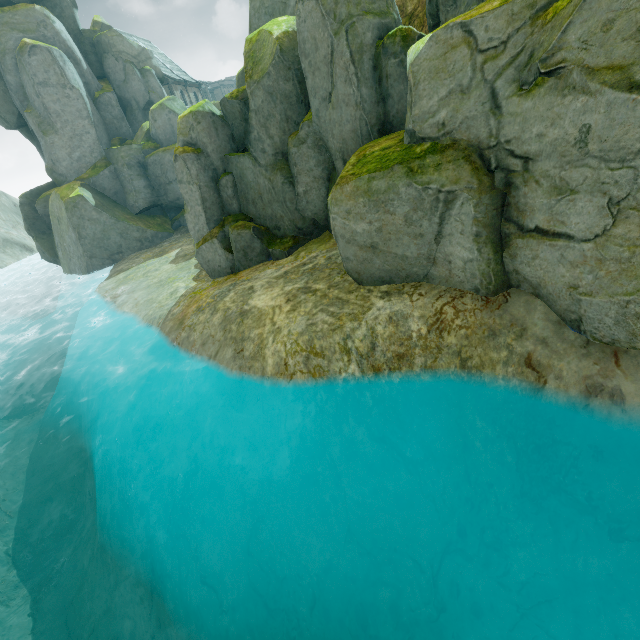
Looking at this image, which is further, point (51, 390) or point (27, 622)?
point (51, 390)

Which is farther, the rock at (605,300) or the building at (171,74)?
the building at (171,74)

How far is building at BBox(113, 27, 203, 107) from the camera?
37.2m

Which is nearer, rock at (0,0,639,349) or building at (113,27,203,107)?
rock at (0,0,639,349)

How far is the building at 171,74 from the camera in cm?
3719
